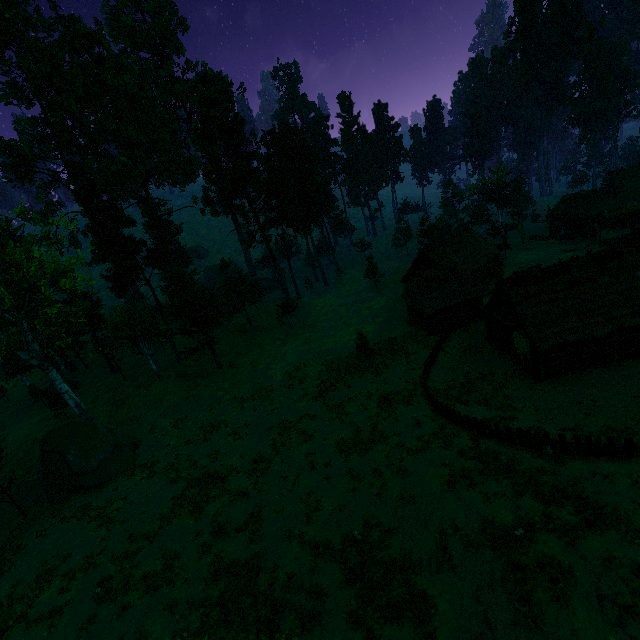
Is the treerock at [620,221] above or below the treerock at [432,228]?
below

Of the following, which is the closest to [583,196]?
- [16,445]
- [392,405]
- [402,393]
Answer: [402,393]

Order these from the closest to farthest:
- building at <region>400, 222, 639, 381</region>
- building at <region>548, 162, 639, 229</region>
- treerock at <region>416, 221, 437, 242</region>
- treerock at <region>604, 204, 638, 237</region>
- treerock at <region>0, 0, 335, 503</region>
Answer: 1. building at <region>400, 222, 639, 381</region>
2. treerock at <region>0, 0, 335, 503</region>
3. treerock at <region>604, 204, 638, 237</region>
4. building at <region>548, 162, 639, 229</region>
5. treerock at <region>416, 221, 437, 242</region>

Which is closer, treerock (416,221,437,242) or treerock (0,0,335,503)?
treerock (0,0,335,503)

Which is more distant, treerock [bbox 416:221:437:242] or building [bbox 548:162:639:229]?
Answer: treerock [bbox 416:221:437:242]

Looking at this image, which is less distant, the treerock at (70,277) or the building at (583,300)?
the building at (583,300)

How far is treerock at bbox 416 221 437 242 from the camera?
57.46m
